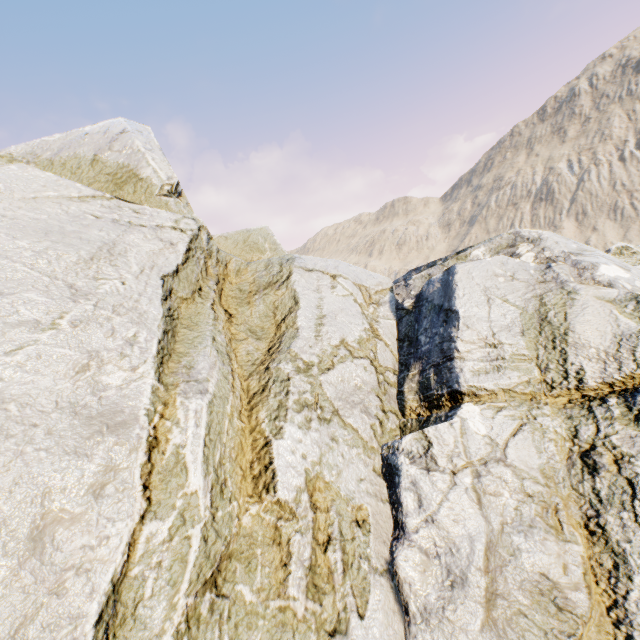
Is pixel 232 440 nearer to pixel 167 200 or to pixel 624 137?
pixel 167 200
